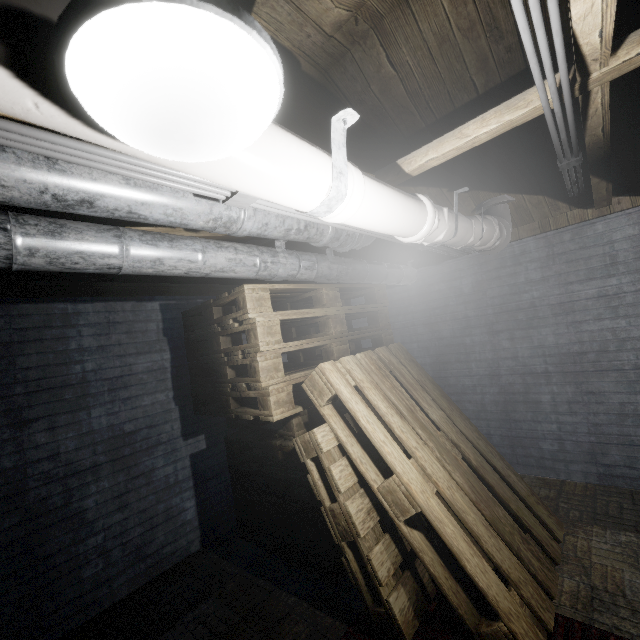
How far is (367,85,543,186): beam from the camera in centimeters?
143cm

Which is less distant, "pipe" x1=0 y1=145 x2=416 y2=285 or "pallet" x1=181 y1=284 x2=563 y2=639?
"pipe" x1=0 y1=145 x2=416 y2=285

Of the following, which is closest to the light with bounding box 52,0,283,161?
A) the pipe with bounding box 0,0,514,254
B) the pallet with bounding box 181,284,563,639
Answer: the pipe with bounding box 0,0,514,254

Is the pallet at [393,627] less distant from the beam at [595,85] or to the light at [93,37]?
the beam at [595,85]

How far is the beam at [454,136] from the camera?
1.43m

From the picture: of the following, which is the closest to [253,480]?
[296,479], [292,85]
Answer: [296,479]

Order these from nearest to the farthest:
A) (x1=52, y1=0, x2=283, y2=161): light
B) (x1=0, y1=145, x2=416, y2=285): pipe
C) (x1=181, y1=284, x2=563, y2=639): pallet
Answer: (x1=52, y1=0, x2=283, y2=161): light < (x1=0, y1=145, x2=416, y2=285): pipe < (x1=181, y1=284, x2=563, y2=639): pallet

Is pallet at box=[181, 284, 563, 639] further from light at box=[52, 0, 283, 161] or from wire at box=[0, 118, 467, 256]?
light at box=[52, 0, 283, 161]
